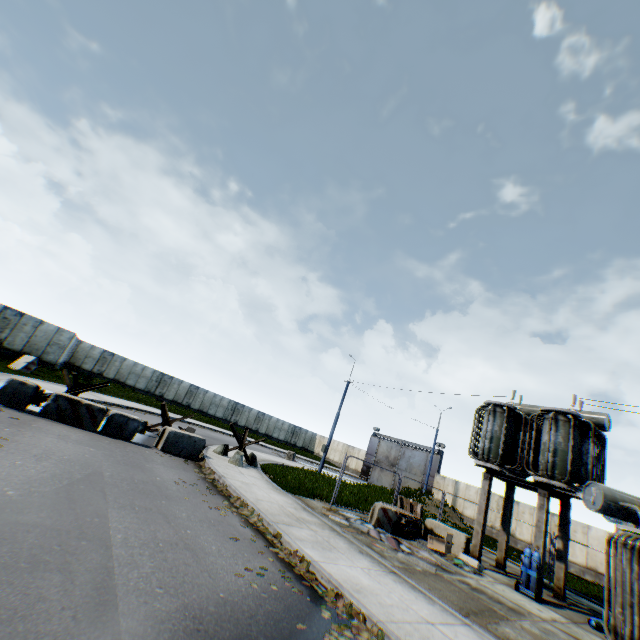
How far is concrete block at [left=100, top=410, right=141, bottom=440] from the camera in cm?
1187

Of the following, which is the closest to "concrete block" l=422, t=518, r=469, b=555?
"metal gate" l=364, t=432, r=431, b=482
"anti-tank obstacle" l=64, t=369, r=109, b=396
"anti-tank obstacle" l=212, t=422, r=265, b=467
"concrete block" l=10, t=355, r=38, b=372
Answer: "anti-tank obstacle" l=212, t=422, r=265, b=467

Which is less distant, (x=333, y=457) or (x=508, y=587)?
(x=508, y=587)

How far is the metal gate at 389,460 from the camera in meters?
37.5

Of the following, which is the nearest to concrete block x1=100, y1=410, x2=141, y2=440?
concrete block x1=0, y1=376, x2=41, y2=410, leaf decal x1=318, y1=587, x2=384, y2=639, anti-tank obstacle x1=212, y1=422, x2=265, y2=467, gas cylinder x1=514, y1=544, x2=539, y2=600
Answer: concrete block x1=0, y1=376, x2=41, y2=410

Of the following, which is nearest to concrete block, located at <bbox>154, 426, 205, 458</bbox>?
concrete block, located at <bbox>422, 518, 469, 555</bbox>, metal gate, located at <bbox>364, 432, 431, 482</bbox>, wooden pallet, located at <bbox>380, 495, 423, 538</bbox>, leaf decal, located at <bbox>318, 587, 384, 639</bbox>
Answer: wooden pallet, located at <bbox>380, 495, 423, 538</bbox>

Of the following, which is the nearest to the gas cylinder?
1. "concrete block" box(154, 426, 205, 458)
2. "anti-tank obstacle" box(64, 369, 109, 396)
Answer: "concrete block" box(154, 426, 205, 458)

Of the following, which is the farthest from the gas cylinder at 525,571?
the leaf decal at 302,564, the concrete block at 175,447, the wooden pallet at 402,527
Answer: the concrete block at 175,447
